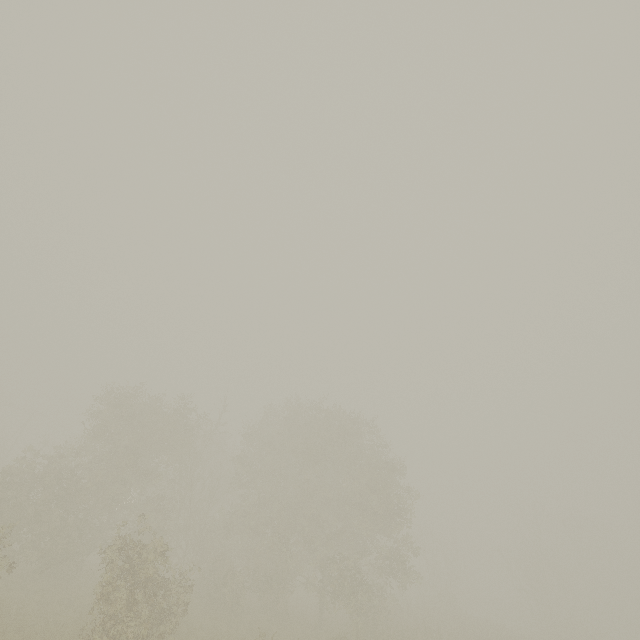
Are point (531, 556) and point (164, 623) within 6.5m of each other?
no
